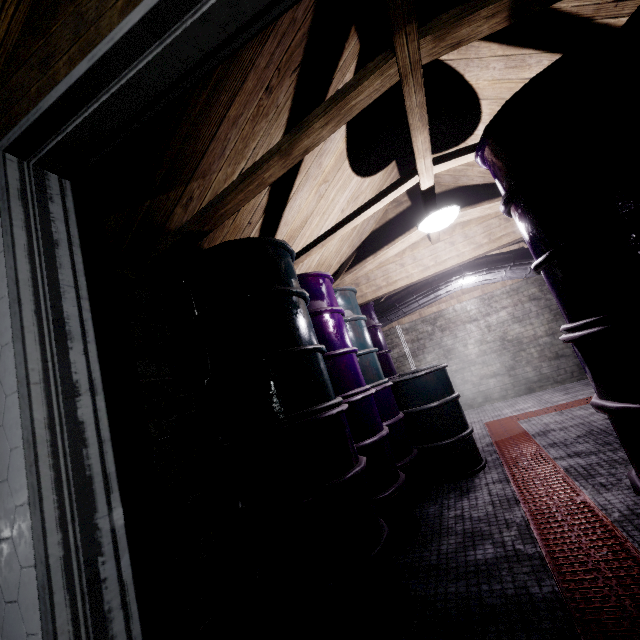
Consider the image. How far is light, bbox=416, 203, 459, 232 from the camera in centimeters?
239cm

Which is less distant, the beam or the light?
the beam

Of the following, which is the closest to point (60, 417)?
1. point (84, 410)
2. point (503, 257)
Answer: point (84, 410)

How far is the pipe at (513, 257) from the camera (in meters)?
4.33

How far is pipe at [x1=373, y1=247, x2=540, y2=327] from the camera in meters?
4.3

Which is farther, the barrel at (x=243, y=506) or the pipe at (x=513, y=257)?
the pipe at (x=513, y=257)

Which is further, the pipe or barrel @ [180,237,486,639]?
the pipe

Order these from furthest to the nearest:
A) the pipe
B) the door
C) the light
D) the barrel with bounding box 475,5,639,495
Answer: the pipe, the light, the barrel with bounding box 475,5,639,495, the door
